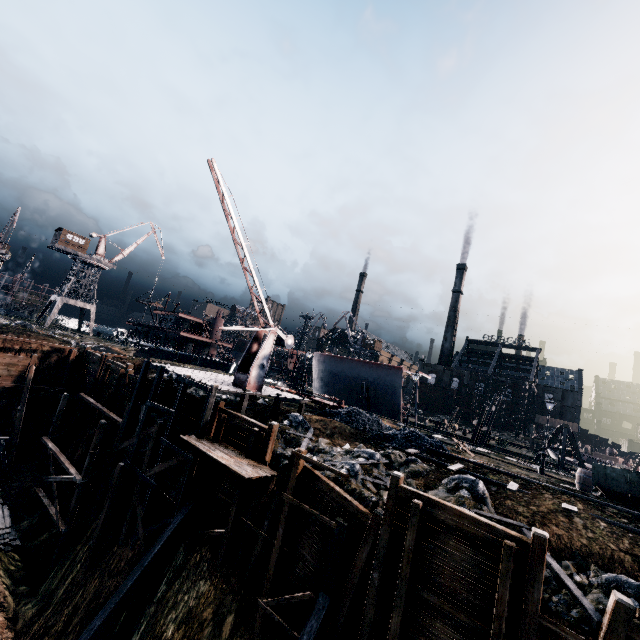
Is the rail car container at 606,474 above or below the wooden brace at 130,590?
above

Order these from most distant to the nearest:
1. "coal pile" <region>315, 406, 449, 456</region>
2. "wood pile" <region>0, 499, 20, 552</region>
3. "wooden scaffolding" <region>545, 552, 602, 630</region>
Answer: "coal pile" <region>315, 406, 449, 456</region>
"wood pile" <region>0, 499, 20, 552</region>
"wooden scaffolding" <region>545, 552, 602, 630</region>

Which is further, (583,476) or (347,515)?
(583,476)

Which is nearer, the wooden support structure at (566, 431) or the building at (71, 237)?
the wooden support structure at (566, 431)

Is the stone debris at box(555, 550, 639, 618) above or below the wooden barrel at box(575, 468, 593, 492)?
below

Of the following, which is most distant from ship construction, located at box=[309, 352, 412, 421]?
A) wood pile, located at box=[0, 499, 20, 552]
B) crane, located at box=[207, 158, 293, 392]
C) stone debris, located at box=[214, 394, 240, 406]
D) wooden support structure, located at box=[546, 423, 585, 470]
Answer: wood pile, located at box=[0, 499, 20, 552]

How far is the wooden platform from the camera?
14.6 meters

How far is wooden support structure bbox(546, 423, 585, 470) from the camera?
31.3 meters
